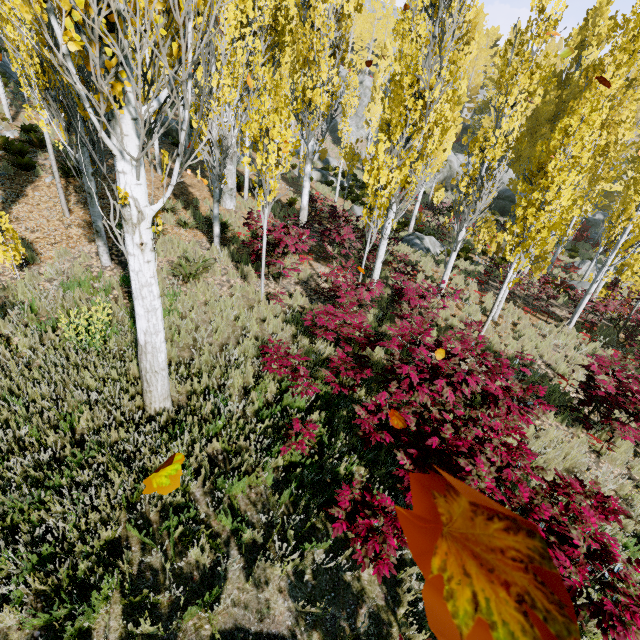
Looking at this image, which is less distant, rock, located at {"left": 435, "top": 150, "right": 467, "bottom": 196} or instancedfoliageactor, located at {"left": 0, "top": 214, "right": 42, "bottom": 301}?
instancedfoliageactor, located at {"left": 0, "top": 214, "right": 42, "bottom": 301}

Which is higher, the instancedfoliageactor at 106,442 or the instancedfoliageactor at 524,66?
the instancedfoliageactor at 106,442

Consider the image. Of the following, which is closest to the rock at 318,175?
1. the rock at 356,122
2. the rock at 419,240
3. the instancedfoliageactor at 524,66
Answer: the instancedfoliageactor at 524,66

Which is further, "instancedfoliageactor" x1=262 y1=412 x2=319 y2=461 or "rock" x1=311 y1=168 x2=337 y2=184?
"rock" x1=311 y1=168 x2=337 y2=184

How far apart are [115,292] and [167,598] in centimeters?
581cm

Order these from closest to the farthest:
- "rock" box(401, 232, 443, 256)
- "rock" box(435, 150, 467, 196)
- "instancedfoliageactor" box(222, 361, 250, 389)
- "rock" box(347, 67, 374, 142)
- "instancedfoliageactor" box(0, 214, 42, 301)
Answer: "instancedfoliageactor" box(222, 361, 250, 389) → "instancedfoliageactor" box(0, 214, 42, 301) → "rock" box(401, 232, 443, 256) → "rock" box(435, 150, 467, 196) → "rock" box(347, 67, 374, 142)

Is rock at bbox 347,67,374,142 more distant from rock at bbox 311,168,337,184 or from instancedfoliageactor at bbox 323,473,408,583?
rock at bbox 311,168,337,184

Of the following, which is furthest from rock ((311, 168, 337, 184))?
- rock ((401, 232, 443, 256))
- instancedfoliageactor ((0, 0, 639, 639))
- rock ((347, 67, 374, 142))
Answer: rock ((401, 232, 443, 256))
